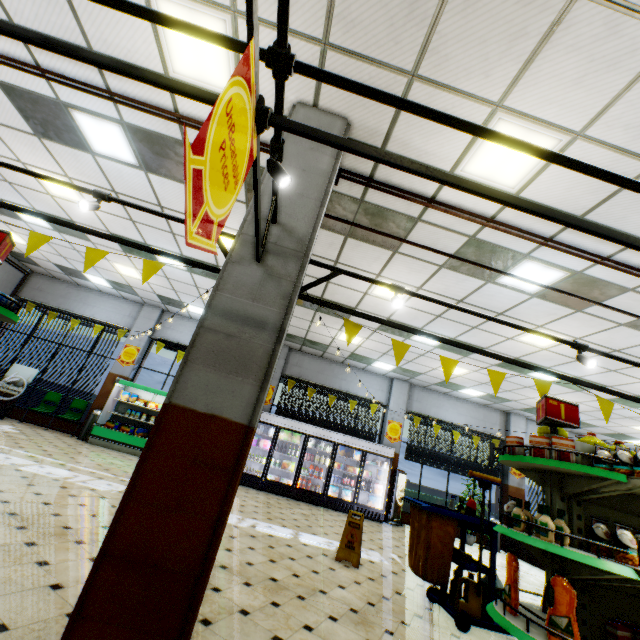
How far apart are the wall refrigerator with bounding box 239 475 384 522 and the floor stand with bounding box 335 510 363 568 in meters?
5.0

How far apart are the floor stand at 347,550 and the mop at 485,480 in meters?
1.8 m

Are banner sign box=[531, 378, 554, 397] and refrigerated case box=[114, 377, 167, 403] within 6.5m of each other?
no

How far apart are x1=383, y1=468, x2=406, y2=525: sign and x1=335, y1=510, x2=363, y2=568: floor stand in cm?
583

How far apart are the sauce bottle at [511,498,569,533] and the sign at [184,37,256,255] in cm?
316

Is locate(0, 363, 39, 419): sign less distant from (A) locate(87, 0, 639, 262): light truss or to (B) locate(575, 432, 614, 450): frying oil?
(A) locate(87, 0, 639, 262): light truss

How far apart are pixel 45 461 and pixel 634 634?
8.8m

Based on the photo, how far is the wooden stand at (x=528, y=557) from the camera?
10.02m
